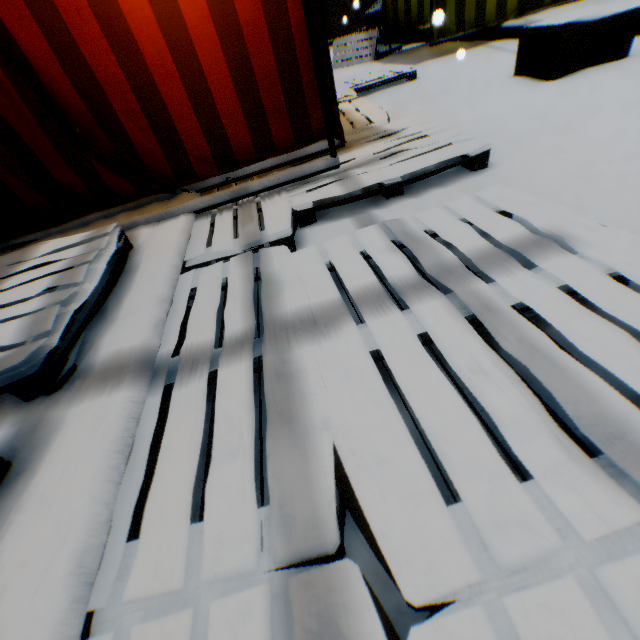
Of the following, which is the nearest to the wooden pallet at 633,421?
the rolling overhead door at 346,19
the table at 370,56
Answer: the table at 370,56

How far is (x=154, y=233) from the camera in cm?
180

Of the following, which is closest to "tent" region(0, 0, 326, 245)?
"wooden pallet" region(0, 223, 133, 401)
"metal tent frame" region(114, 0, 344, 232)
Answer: "metal tent frame" region(114, 0, 344, 232)

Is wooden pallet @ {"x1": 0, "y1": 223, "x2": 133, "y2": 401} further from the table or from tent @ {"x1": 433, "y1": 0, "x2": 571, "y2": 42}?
the table

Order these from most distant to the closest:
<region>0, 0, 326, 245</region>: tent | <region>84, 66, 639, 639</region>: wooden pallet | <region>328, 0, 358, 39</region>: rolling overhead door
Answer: <region>328, 0, 358, 39</region>: rolling overhead door → <region>0, 0, 326, 245</region>: tent → <region>84, 66, 639, 639</region>: wooden pallet

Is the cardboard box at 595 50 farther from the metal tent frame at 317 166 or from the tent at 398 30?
the metal tent frame at 317 166

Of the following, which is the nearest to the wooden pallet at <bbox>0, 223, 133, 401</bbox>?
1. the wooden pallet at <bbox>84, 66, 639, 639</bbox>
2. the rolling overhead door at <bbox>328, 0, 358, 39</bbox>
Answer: the wooden pallet at <bbox>84, 66, 639, 639</bbox>

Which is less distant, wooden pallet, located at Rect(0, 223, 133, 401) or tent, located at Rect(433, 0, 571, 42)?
wooden pallet, located at Rect(0, 223, 133, 401)
